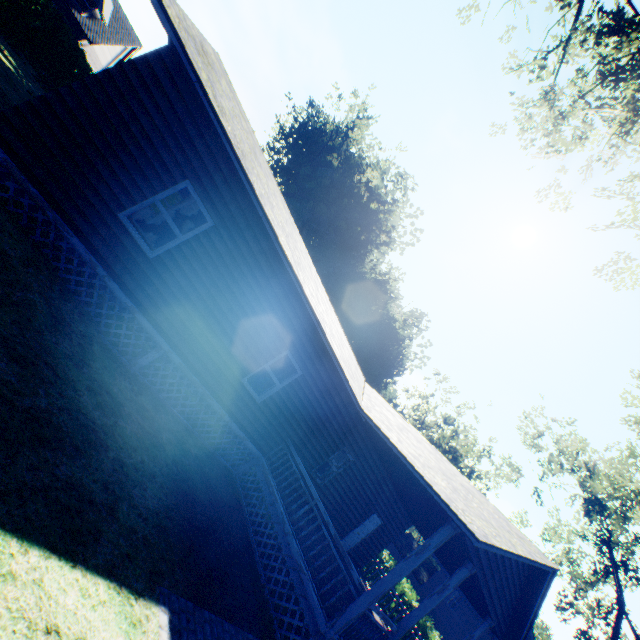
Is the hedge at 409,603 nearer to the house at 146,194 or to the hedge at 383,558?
the hedge at 383,558

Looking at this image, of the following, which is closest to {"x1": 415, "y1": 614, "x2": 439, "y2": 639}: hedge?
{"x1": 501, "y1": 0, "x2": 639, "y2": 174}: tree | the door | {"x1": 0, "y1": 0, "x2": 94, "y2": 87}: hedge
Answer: the door

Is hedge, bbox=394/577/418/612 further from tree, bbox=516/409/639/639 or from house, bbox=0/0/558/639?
house, bbox=0/0/558/639

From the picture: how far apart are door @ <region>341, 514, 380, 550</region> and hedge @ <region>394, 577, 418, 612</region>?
13.9m

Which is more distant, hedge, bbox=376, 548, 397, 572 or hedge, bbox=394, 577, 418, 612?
hedge, bbox=376, 548, 397, 572

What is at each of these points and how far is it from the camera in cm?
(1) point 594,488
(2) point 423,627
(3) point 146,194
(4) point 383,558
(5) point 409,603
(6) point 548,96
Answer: (1) tree, 1900
(2) hedge, 2170
(3) house, 660
(4) hedge, 2664
(5) hedge, 2312
(6) tree, 1477

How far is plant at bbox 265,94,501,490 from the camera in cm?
3306

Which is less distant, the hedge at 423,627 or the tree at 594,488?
the tree at 594,488
